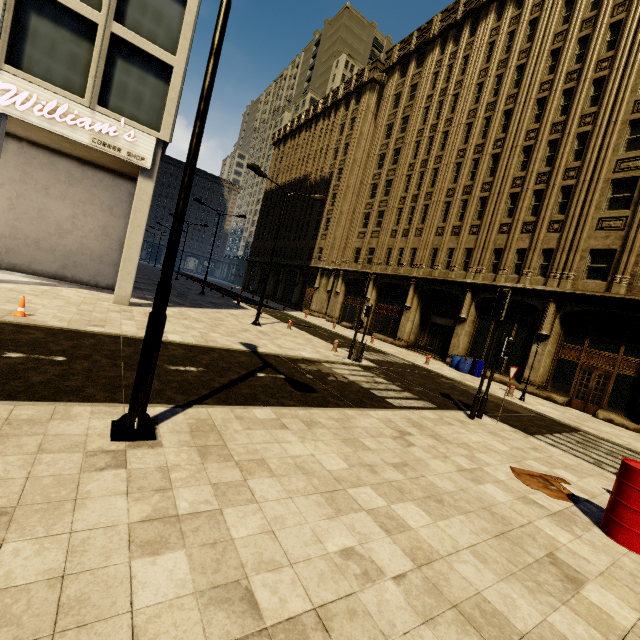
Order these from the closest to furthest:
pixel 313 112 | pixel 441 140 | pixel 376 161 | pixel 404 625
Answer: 1. pixel 404 625
2. pixel 441 140
3. pixel 376 161
4. pixel 313 112

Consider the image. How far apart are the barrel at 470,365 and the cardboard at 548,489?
13.77m

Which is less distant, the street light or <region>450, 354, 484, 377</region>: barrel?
the street light

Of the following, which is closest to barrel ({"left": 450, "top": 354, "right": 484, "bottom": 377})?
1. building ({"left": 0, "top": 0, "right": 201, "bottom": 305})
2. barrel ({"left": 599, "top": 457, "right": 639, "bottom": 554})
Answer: building ({"left": 0, "top": 0, "right": 201, "bottom": 305})

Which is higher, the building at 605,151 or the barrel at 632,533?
the building at 605,151

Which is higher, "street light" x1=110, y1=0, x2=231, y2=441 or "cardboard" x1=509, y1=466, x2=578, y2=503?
"street light" x1=110, y1=0, x2=231, y2=441

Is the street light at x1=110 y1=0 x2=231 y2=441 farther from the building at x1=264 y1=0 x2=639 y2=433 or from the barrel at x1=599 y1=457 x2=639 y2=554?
the building at x1=264 y1=0 x2=639 y2=433

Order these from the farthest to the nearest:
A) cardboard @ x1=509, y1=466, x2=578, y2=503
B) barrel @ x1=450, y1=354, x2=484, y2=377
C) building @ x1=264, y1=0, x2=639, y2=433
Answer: barrel @ x1=450, y1=354, x2=484, y2=377 < building @ x1=264, y1=0, x2=639, y2=433 < cardboard @ x1=509, y1=466, x2=578, y2=503
